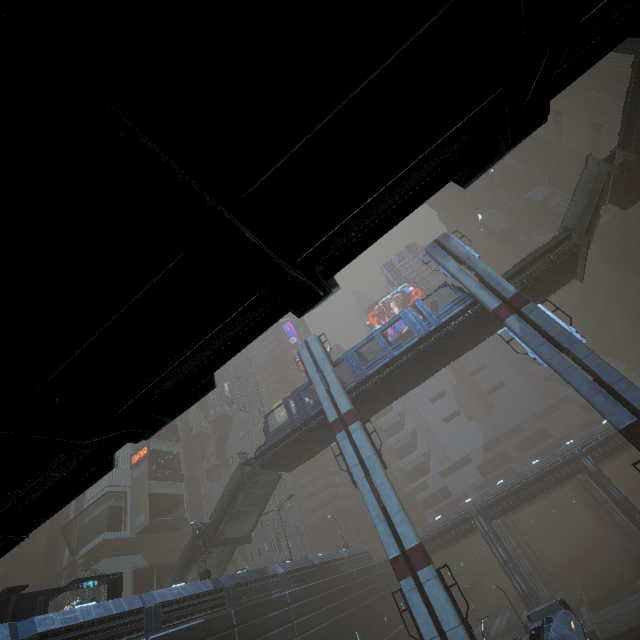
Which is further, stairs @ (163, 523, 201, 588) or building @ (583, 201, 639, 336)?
building @ (583, 201, 639, 336)

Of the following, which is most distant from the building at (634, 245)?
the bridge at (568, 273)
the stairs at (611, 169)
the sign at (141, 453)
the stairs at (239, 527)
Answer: the stairs at (611, 169)

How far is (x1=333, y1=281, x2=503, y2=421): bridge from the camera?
24.15m

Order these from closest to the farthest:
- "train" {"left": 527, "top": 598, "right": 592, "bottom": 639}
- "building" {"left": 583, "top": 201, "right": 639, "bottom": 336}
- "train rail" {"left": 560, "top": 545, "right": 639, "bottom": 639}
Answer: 1. "train" {"left": 527, "top": 598, "right": 592, "bottom": 639}
2. "train rail" {"left": 560, "top": 545, "right": 639, "bottom": 639}
3. "building" {"left": 583, "top": 201, "right": 639, "bottom": 336}

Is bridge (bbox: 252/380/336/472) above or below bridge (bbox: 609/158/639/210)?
below

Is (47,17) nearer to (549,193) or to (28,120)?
(28,120)

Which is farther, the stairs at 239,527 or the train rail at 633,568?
the train rail at 633,568

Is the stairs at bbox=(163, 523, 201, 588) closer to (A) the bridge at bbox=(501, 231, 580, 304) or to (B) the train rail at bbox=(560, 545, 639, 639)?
(A) the bridge at bbox=(501, 231, 580, 304)
